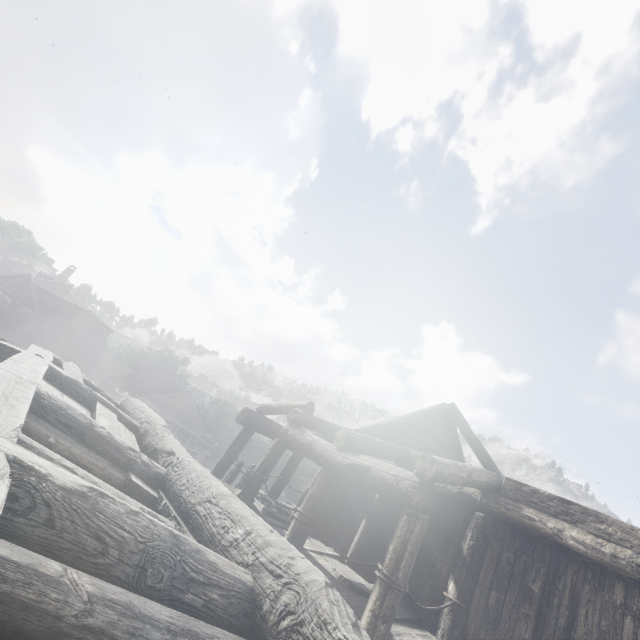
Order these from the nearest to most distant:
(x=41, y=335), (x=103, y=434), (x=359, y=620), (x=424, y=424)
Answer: (x=103, y=434), (x=359, y=620), (x=424, y=424), (x=41, y=335)
